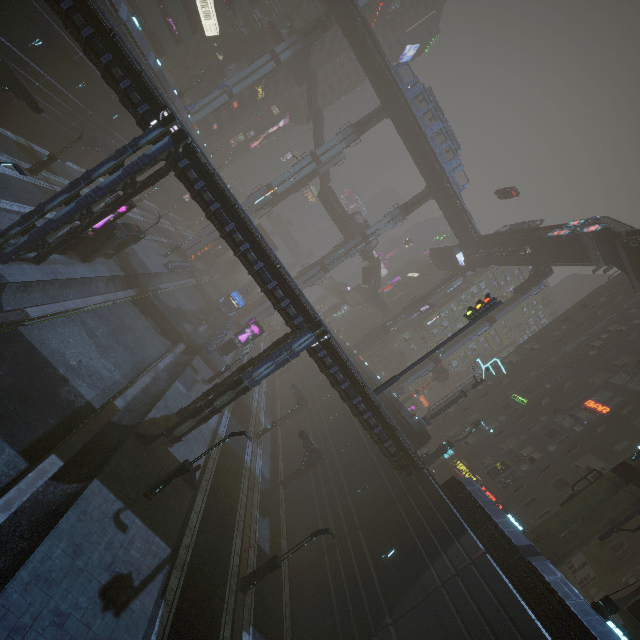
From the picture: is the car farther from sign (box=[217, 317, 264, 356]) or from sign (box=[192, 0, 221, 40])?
sign (box=[217, 317, 264, 356])

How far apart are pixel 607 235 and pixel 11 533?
46.00m

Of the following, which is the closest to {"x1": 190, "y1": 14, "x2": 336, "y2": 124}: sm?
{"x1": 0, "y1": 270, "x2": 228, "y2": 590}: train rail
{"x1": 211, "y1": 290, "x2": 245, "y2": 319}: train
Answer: {"x1": 0, "y1": 270, "x2": 228, "y2": 590}: train rail

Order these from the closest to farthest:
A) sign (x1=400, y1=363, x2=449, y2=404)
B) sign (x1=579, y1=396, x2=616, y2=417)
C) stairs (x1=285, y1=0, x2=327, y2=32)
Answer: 1. sign (x1=579, y1=396, x2=616, y2=417)
2. sign (x1=400, y1=363, x2=449, y2=404)
3. stairs (x1=285, y1=0, x2=327, y2=32)

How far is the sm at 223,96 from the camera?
49.4m

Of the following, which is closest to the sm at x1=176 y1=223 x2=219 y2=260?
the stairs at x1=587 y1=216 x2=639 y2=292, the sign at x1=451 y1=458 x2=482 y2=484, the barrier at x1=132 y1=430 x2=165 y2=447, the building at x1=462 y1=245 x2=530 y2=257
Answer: the building at x1=462 y1=245 x2=530 y2=257

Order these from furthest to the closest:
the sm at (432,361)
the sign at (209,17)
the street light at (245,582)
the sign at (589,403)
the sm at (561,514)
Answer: the sign at (209,17), the sm at (432,361), the sign at (589,403), the sm at (561,514), the street light at (245,582)

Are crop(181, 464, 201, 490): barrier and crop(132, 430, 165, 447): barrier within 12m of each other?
yes
